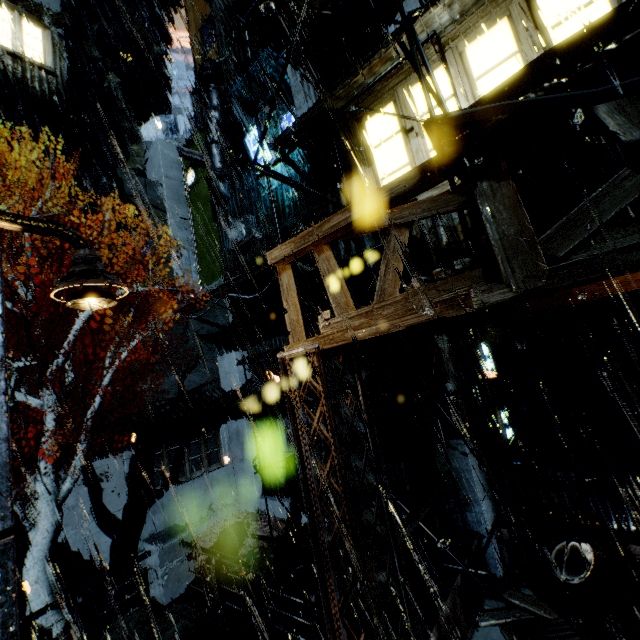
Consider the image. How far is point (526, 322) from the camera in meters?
10.1

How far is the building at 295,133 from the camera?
8.6m

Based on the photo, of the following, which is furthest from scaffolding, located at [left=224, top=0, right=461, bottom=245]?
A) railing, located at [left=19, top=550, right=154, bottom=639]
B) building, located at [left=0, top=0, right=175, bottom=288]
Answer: railing, located at [left=19, top=550, right=154, bottom=639]

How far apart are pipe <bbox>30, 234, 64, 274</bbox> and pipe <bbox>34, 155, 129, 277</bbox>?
0.8 meters

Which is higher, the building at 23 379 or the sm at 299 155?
the sm at 299 155

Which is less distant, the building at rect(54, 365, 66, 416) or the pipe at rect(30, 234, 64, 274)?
the building at rect(54, 365, 66, 416)

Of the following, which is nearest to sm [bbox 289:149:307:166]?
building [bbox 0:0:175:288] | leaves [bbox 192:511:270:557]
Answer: building [bbox 0:0:175:288]

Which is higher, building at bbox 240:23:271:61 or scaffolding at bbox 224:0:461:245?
building at bbox 240:23:271:61
